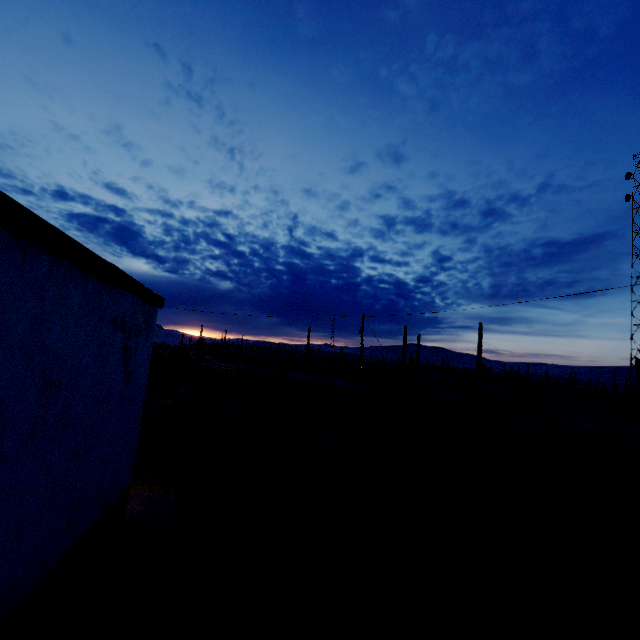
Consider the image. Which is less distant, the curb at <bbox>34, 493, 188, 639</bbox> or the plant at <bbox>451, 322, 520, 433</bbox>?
the curb at <bbox>34, 493, 188, 639</bbox>

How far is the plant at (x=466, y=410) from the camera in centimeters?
2412cm

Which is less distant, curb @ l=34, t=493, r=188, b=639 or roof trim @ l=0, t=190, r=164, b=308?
roof trim @ l=0, t=190, r=164, b=308

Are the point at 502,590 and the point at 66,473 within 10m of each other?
yes

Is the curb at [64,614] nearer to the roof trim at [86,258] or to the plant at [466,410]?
the roof trim at [86,258]

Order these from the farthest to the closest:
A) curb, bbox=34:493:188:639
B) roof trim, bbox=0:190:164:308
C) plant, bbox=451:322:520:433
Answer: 1. plant, bbox=451:322:520:433
2. curb, bbox=34:493:188:639
3. roof trim, bbox=0:190:164:308

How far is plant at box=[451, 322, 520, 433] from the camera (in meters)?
24.12

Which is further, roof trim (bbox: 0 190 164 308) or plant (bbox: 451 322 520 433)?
plant (bbox: 451 322 520 433)
